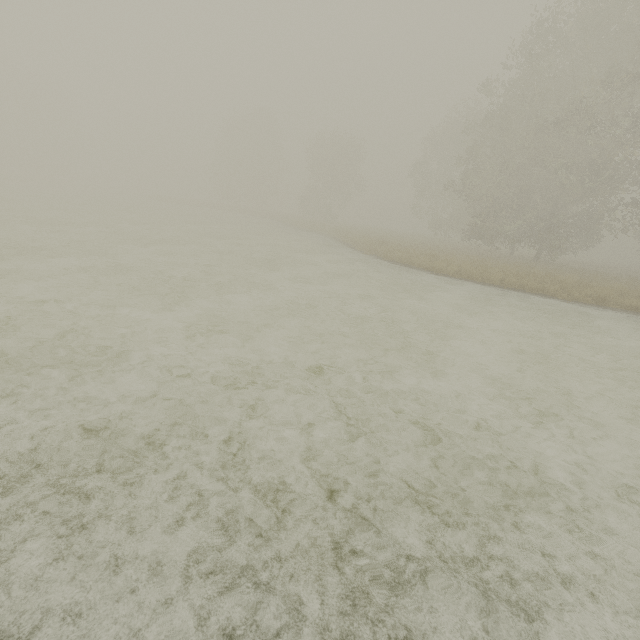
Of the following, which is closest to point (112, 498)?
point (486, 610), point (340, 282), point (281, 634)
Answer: point (281, 634)
